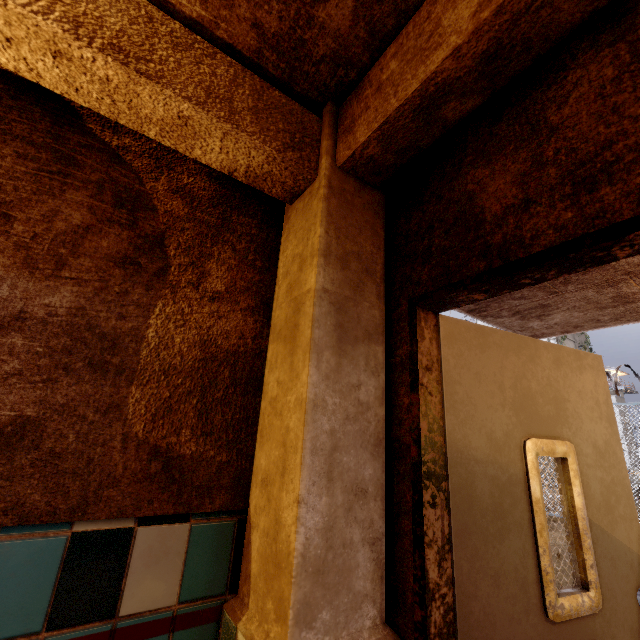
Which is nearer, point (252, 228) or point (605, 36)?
point (605, 36)

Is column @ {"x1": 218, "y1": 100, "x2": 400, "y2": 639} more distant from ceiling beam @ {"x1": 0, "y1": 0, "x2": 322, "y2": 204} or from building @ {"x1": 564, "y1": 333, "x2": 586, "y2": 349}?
building @ {"x1": 564, "y1": 333, "x2": 586, "y2": 349}

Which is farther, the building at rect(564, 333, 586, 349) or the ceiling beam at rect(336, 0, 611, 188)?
the building at rect(564, 333, 586, 349)

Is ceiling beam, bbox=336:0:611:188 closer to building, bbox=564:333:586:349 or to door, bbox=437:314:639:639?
door, bbox=437:314:639:639

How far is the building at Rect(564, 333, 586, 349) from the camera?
16.0m

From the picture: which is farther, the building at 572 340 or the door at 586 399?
the building at 572 340

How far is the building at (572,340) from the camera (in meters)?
16.05

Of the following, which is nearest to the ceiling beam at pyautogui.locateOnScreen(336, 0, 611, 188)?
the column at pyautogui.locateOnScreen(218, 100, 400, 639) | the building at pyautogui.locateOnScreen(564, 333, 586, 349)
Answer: the column at pyautogui.locateOnScreen(218, 100, 400, 639)
